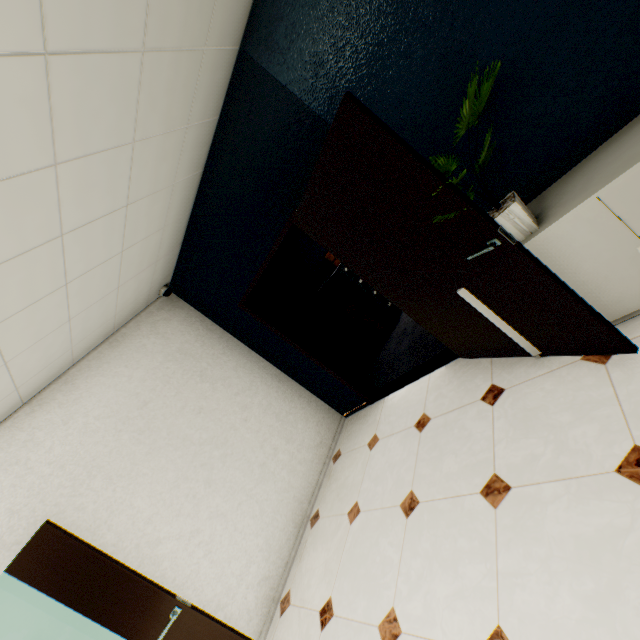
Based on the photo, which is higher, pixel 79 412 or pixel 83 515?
pixel 79 412

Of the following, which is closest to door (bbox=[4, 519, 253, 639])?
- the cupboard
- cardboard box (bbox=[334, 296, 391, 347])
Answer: the cupboard

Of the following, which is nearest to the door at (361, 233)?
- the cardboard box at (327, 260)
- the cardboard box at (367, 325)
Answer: the cardboard box at (367, 325)

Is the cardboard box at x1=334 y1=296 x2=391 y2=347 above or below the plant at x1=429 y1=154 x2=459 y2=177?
below

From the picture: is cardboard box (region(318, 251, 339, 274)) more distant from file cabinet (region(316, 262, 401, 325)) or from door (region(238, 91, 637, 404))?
door (region(238, 91, 637, 404))

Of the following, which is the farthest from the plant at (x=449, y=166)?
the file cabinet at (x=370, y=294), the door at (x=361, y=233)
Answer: the file cabinet at (x=370, y=294)

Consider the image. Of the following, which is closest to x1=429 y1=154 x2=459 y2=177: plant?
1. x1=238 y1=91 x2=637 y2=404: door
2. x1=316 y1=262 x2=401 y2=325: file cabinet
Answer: x1=238 y1=91 x2=637 y2=404: door

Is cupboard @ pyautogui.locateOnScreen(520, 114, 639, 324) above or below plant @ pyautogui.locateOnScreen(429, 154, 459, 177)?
below
